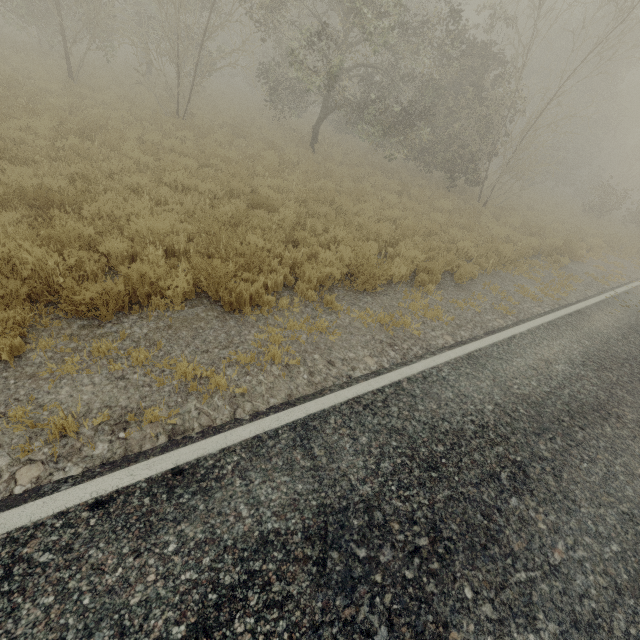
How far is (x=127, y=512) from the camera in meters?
2.5
